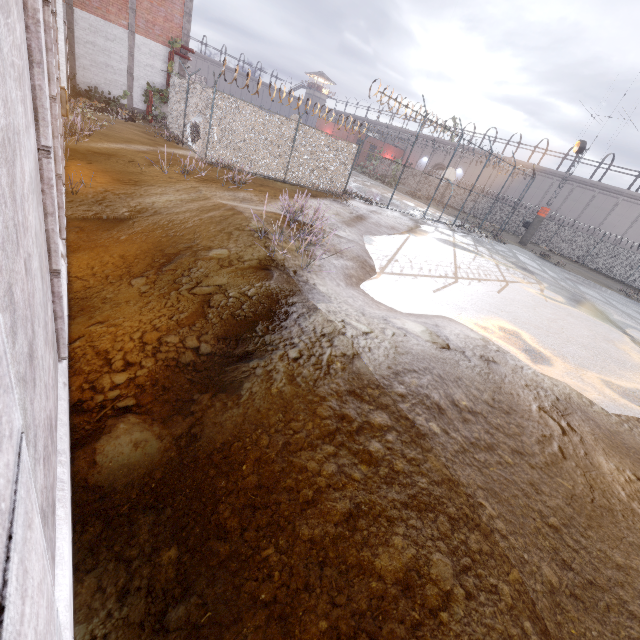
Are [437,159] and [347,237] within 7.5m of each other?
no

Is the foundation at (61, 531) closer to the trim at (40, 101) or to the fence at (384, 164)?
the trim at (40, 101)

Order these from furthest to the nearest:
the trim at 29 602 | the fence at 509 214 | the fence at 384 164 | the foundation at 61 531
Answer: the fence at 509 214, the fence at 384 164, the foundation at 61 531, the trim at 29 602

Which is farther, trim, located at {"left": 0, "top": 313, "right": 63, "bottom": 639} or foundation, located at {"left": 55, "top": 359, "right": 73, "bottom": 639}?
foundation, located at {"left": 55, "top": 359, "right": 73, "bottom": 639}

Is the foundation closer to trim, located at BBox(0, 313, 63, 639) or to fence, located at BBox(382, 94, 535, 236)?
trim, located at BBox(0, 313, 63, 639)

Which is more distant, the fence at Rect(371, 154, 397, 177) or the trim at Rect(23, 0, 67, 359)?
the fence at Rect(371, 154, 397, 177)
